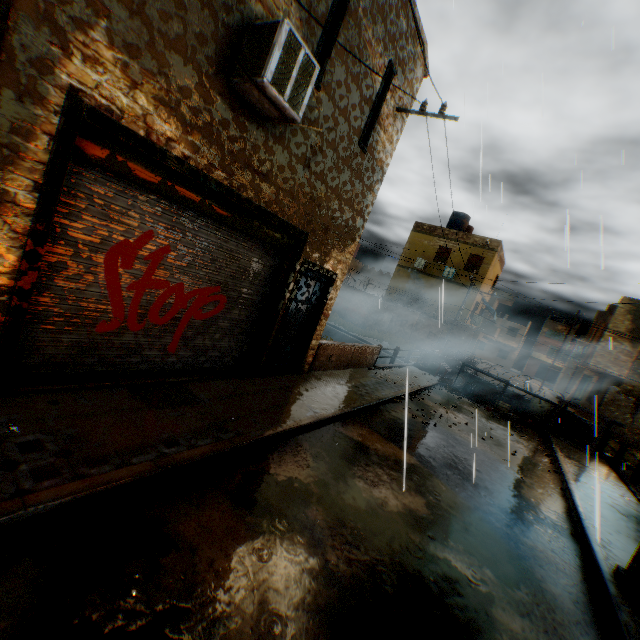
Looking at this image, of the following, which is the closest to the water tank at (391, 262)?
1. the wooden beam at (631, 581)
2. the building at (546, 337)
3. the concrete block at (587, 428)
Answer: the concrete block at (587, 428)

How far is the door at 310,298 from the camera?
7.6m

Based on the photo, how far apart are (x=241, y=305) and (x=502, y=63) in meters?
10.4

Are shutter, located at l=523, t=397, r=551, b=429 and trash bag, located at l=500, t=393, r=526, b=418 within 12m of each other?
yes

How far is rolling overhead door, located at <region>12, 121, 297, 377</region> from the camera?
3.9 meters

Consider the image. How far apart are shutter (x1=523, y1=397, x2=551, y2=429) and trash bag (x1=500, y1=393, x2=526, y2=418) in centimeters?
1cm

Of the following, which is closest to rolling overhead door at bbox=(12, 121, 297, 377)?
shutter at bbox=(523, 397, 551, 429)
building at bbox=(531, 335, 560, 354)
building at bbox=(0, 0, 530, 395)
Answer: building at bbox=(0, 0, 530, 395)

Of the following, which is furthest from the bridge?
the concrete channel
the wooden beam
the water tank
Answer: the water tank
